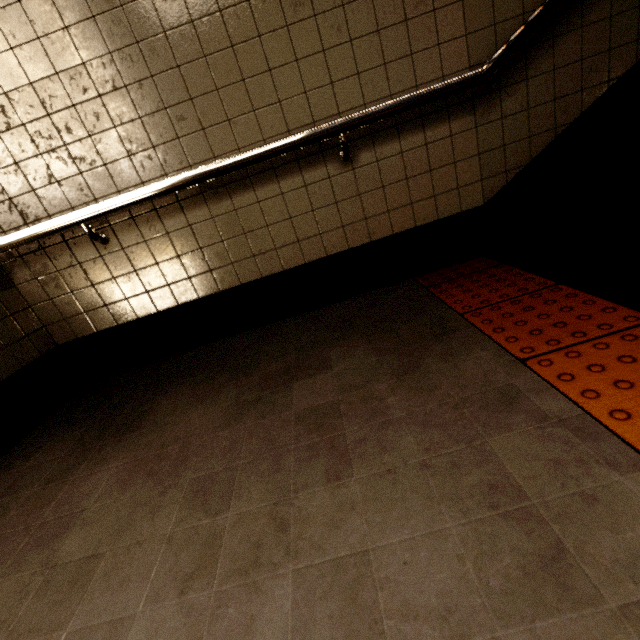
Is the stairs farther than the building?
Yes

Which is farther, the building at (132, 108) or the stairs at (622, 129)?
the stairs at (622, 129)

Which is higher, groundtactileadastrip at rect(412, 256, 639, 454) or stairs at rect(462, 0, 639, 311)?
stairs at rect(462, 0, 639, 311)

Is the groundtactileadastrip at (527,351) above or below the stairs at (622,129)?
below

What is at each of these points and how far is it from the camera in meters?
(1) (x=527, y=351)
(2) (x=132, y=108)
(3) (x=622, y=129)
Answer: (1) groundtactileadastrip, 1.2 m
(2) building, 1.7 m
(3) stairs, 1.9 m
